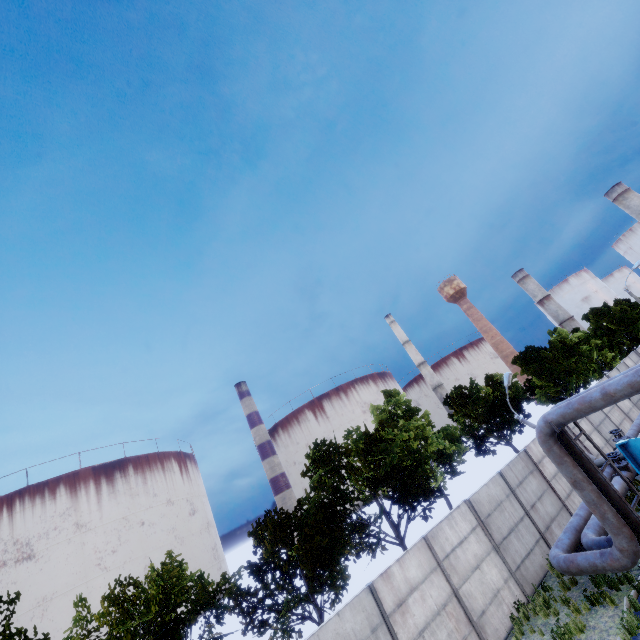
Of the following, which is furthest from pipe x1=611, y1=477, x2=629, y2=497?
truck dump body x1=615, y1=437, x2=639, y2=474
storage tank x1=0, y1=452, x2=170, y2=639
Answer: storage tank x1=0, y1=452, x2=170, y2=639

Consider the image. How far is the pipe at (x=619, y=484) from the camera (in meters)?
13.52

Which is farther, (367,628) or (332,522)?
(332,522)

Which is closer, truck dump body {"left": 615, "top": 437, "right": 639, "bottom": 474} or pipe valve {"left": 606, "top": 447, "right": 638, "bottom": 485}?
truck dump body {"left": 615, "top": 437, "right": 639, "bottom": 474}

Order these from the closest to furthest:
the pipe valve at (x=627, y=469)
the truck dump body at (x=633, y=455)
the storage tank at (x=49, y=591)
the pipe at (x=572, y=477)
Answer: the pipe at (x=572, y=477)
the truck dump body at (x=633, y=455)
the pipe valve at (x=627, y=469)
the storage tank at (x=49, y=591)

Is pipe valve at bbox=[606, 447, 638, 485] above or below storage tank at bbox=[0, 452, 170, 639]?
below

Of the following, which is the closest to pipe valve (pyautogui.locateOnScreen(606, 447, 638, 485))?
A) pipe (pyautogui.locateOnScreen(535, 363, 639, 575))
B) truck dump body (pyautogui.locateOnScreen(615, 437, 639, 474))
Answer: pipe (pyautogui.locateOnScreen(535, 363, 639, 575))
